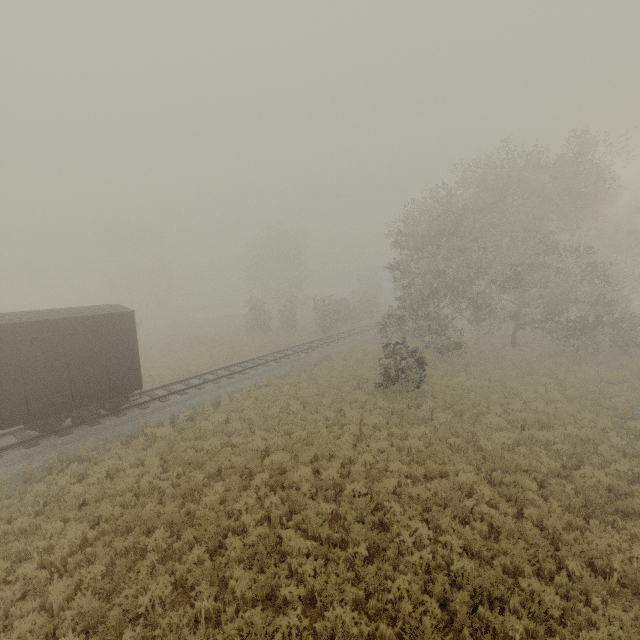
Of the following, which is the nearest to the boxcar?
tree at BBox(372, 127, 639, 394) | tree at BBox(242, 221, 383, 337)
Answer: tree at BBox(242, 221, 383, 337)

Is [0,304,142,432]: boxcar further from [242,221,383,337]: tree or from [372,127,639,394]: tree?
[372,127,639,394]: tree

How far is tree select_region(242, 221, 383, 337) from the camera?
35.7 meters

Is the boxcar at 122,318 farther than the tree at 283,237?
No

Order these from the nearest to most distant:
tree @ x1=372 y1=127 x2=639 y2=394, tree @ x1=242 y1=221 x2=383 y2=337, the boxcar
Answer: the boxcar
tree @ x1=372 y1=127 x2=639 y2=394
tree @ x1=242 y1=221 x2=383 y2=337

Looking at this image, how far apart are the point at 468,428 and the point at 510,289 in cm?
1678

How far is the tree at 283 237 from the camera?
35.7m
